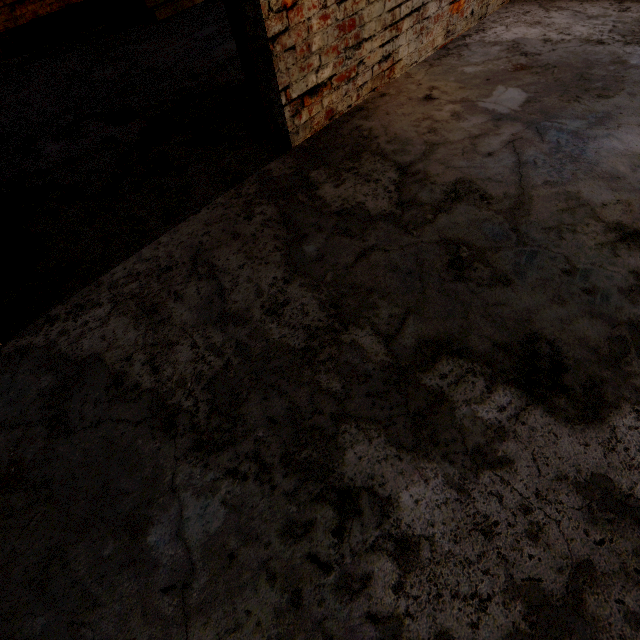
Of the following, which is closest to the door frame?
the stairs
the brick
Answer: the stairs

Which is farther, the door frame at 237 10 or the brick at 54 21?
the brick at 54 21

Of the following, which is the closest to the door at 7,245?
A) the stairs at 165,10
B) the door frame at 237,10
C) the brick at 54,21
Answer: the door frame at 237,10

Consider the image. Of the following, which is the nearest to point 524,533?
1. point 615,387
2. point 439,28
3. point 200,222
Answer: point 615,387

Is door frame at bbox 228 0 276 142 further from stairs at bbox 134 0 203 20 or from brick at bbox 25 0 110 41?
brick at bbox 25 0 110 41

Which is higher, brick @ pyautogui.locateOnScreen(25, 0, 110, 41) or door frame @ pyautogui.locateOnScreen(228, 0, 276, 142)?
door frame @ pyautogui.locateOnScreen(228, 0, 276, 142)

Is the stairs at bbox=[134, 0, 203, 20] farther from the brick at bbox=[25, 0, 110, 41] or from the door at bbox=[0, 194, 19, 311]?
the door at bbox=[0, 194, 19, 311]

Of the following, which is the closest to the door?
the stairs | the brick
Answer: the stairs
